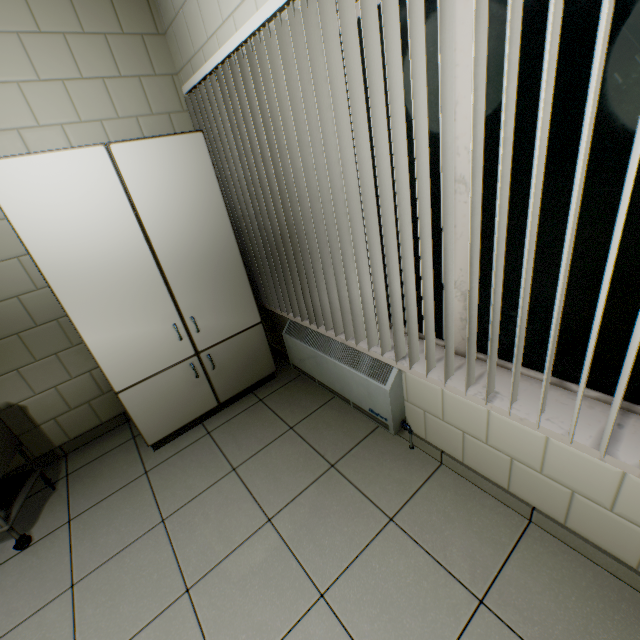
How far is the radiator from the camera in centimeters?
198cm

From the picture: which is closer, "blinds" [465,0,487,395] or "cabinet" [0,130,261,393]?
"blinds" [465,0,487,395]

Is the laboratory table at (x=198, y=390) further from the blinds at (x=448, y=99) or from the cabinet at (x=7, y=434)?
the cabinet at (x=7, y=434)

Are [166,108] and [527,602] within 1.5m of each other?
no

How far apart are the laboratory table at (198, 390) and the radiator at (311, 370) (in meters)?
0.21

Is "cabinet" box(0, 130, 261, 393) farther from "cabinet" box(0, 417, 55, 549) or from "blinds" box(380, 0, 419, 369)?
"cabinet" box(0, 417, 55, 549)

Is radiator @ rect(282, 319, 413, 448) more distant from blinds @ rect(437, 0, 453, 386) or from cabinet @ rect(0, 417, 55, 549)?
cabinet @ rect(0, 417, 55, 549)

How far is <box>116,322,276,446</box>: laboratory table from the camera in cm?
238
